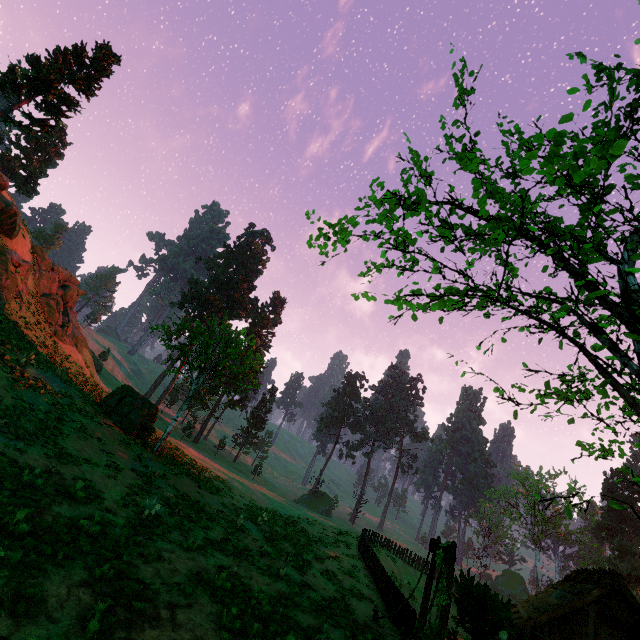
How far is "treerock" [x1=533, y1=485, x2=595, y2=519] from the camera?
7.24m

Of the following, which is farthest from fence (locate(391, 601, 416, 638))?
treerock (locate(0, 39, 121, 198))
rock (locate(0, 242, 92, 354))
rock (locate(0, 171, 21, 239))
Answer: rock (locate(0, 242, 92, 354))

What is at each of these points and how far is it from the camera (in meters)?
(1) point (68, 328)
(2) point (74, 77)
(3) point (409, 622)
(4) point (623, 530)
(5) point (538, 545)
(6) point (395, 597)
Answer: (1) rock, 28.42
(2) treerock, 27.41
(3) fence, 13.15
(4) treerock, 50.16
(5) treerock, 58.81
(6) fence, 16.31

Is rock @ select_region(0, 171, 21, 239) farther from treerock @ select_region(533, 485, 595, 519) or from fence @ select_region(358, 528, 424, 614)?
fence @ select_region(358, 528, 424, 614)

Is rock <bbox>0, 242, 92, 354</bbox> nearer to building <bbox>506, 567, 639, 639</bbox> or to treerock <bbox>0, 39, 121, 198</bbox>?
treerock <bbox>0, 39, 121, 198</bbox>

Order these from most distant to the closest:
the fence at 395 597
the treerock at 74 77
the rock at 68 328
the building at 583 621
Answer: the treerock at 74 77, the rock at 68 328, the building at 583 621, the fence at 395 597

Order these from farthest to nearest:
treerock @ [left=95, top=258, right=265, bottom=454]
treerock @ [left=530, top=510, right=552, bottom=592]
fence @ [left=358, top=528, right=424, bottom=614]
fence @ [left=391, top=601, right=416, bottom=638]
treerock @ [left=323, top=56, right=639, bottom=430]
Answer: treerock @ [left=530, top=510, right=552, bottom=592]
treerock @ [left=95, top=258, right=265, bottom=454]
fence @ [left=358, top=528, right=424, bottom=614]
fence @ [left=391, top=601, right=416, bottom=638]
treerock @ [left=323, top=56, right=639, bottom=430]

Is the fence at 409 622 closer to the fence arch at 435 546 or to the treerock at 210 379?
the fence arch at 435 546
